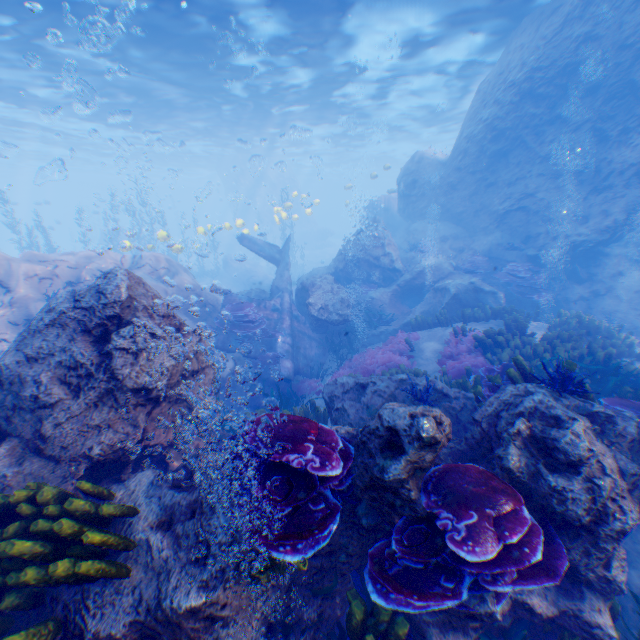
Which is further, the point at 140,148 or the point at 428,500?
the point at 140,148

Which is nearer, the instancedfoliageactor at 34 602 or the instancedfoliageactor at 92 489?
the instancedfoliageactor at 34 602

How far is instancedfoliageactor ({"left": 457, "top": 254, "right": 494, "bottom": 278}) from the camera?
14.29m

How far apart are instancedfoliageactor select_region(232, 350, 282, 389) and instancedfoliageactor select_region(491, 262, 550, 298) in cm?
929

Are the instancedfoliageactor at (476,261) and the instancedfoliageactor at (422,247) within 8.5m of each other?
yes

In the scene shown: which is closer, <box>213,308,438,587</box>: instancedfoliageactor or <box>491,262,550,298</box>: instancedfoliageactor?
<box>213,308,438,587</box>: instancedfoliageactor

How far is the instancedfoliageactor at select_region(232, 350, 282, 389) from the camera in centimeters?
1108cm

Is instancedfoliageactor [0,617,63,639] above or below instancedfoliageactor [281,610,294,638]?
above
